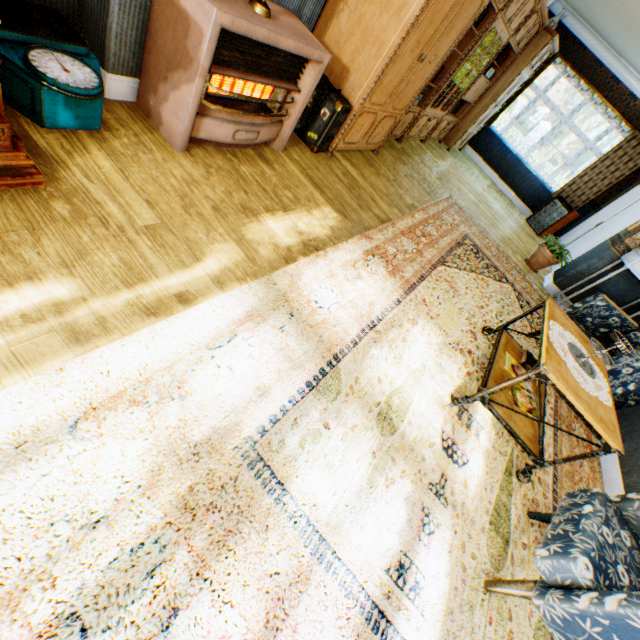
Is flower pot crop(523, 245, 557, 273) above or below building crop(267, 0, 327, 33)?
below

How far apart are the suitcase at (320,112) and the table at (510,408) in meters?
2.6 m

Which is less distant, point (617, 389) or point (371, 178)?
point (617, 389)

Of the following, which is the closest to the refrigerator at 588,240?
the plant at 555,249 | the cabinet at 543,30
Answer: the plant at 555,249

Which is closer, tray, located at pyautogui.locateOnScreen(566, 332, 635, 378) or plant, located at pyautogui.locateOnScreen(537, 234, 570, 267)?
tray, located at pyautogui.locateOnScreen(566, 332, 635, 378)

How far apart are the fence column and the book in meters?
24.0

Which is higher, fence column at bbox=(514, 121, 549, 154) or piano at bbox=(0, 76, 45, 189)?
fence column at bbox=(514, 121, 549, 154)

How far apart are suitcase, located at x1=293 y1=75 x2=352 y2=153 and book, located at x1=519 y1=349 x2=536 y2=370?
2.99m
